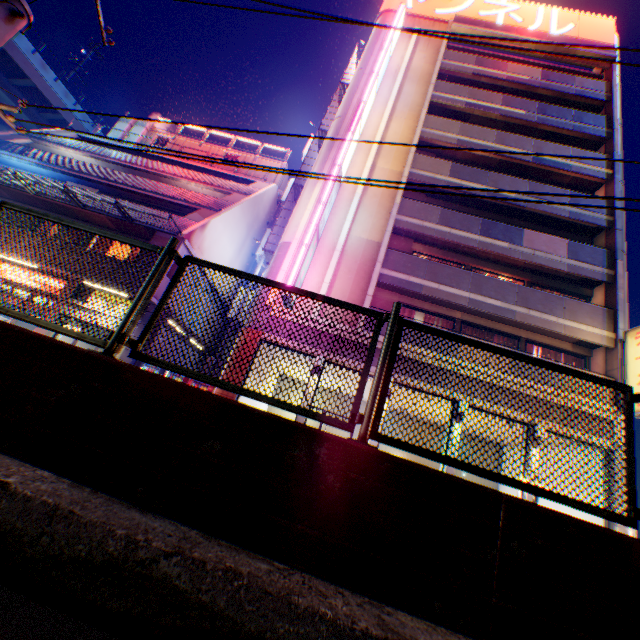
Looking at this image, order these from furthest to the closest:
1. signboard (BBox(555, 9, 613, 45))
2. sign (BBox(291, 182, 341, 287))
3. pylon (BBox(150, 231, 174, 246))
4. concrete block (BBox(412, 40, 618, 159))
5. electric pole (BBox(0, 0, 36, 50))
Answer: signboard (BBox(555, 9, 613, 45)) < concrete block (BBox(412, 40, 618, 159)) < pylon (BBox(150, 231, 174, 246)) < sign (BBox(291, 182, 341, 287)) < electric pole (BBox(0, 0, 36, 50))

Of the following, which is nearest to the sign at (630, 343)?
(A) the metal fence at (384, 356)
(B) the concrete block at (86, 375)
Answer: (A) the metal fence at (384, 356)

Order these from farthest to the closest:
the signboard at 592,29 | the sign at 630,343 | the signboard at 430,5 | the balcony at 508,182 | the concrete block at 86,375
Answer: the signboard at 430,5 → the signboard at 592,29 → the balcony at 508,182 → the sign at 630,343 → the concrete block at 86,375

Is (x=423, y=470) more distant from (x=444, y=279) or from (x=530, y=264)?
(x=530, y=264)

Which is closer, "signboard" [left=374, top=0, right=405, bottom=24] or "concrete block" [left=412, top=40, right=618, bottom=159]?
"concrete block" [left=412, top=40, right=618, bottom=159]

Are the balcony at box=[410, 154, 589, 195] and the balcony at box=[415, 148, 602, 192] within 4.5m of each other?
yes

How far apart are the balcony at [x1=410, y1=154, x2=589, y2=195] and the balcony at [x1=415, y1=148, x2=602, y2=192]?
2.0 meters
